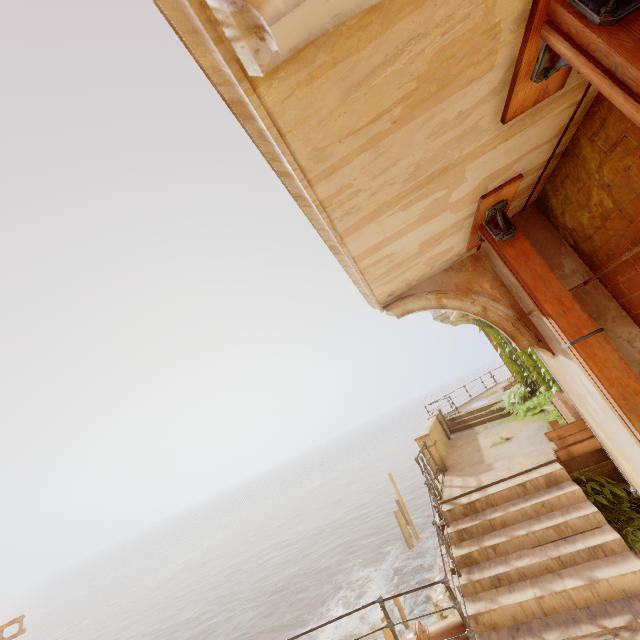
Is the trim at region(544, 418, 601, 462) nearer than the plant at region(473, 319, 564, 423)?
Yes

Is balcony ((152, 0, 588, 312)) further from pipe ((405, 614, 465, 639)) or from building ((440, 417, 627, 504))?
pipe ((405, 614, 465, 639))

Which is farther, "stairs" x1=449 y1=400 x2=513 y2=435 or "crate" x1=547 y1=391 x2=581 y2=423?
"stairs" x1=449 y1=400 x2=513 y2=435

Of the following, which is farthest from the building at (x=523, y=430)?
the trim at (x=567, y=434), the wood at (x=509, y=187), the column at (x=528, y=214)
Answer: the wood at (x=509, y=187)

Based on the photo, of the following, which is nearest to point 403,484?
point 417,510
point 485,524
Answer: point 417,510

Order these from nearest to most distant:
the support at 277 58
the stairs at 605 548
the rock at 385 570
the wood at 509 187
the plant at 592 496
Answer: the support at 277 58, the wood at 509 187, the stairs at 605 548, the plant at 592 496, the rock at 385 570

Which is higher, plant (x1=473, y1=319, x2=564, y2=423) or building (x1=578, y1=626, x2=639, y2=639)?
plant (x1=473, y1=319, x2=564, y2=423)

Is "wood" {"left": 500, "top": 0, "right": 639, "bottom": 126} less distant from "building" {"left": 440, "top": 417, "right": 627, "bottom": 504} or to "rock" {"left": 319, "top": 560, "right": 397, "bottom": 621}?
"building" {"left": 440, "top": 417, "right": 627, "bottom": 504}
